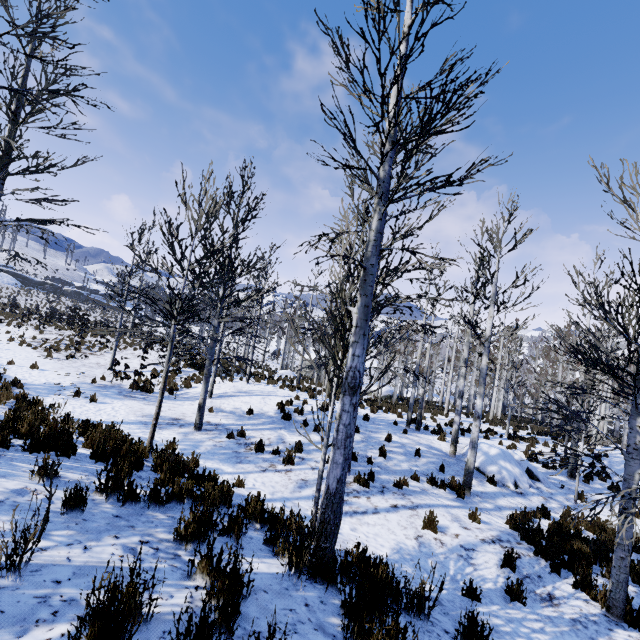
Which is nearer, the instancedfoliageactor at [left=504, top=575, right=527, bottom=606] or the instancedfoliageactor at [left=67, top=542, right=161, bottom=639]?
the instancedfoliageactor at [left=67, top=542, right=161, bottom=639]

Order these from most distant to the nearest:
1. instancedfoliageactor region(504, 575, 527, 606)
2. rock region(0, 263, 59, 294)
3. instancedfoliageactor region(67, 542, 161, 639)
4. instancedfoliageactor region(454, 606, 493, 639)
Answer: rock region(0, 263, 59, 294)
instancedfoliageactor region(504, 575, 527, 606)
instancedfoliageactor region(454, 606, 493, 639)
instancedfoliageactor region(67, 542, 161, 639)

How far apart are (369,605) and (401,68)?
5.0 meters

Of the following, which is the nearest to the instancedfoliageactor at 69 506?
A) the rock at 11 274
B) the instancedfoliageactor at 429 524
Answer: the instancedfoliageactor at 429 524

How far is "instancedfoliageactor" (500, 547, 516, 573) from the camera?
5.5 meters

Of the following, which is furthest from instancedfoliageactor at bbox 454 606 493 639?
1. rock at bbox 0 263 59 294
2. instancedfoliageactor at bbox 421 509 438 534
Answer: rock at bbox 0 263 59 294

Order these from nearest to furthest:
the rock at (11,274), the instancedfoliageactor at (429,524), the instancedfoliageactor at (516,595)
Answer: the instancedfoliageactor at (516,595) → the instancedfoliageactor at (429,524) → the rock at (11,274)
